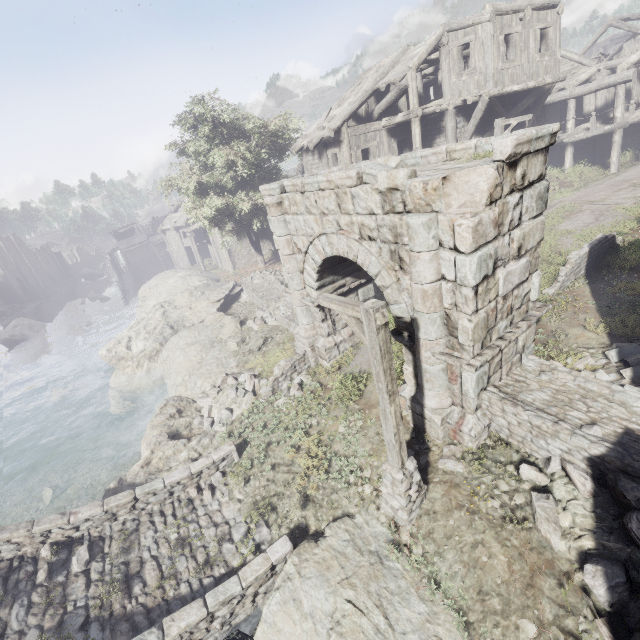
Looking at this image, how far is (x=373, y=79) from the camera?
16.3 meters

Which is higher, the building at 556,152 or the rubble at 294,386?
the building at 556,152

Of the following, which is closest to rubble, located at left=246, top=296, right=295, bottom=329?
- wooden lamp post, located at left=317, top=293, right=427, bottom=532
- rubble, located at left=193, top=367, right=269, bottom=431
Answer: rubble, located at left=193, top=367, right=269, bottom=431

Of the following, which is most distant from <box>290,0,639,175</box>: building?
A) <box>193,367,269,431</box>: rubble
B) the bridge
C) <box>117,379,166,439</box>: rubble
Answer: <box>117,379,166,439</box>: rubble

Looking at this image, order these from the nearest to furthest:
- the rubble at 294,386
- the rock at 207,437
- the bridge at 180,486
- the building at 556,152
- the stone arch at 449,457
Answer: the bridge at 180,486 → the stone arch at 449,457 → the rock at 207,437 → the rubble at 294,386 → the building at 556,152

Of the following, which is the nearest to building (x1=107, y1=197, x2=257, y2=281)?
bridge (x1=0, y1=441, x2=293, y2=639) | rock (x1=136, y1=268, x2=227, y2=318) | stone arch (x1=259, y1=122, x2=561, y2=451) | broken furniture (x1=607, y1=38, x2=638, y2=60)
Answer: broken furniture (x1=607, y1=38, x2=638, y2=60)

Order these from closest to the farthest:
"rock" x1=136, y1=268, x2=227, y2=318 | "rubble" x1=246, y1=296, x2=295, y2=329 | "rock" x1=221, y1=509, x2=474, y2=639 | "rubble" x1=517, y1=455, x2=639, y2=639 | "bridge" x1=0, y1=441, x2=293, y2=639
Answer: "rubble" x1=517, y1=455, x2=639, y2=639 → "rock" x1=221, y1=509, x2=474, y2=639 → "bridge" x1=0, y1=441, x2=293, y2=639 → "rubble" x1=246, y1=296, x2=295, y2=329 → "rock" x1=136, y1=268, x2=227, y2=318

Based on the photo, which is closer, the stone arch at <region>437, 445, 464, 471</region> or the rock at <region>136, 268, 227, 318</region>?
the stone arch at <region>437, 445, 464, 471</region>
